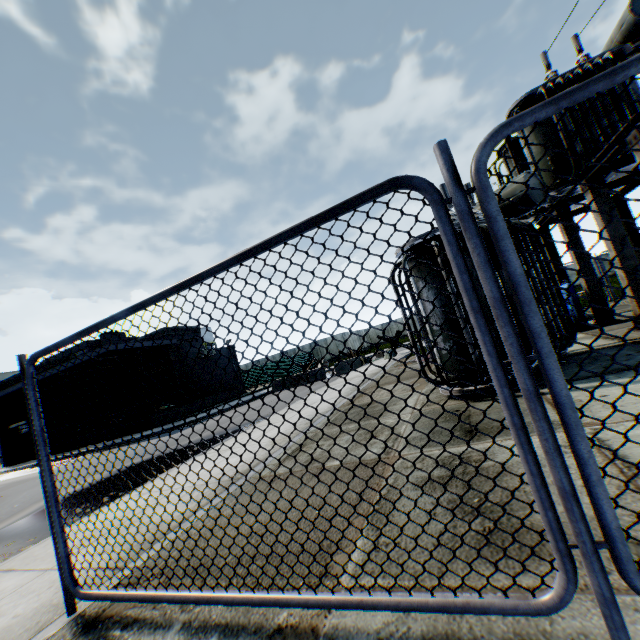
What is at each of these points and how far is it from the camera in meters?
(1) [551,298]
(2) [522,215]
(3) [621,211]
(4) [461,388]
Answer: (1) electrical compensator, 5.6 m
(2) electrical compensator, 7.0 m
(3) concrete support, 10.2 m
(4) electrical compensator, 5.6 m

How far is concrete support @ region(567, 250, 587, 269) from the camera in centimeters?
886cm

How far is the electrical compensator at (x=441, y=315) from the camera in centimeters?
562cm

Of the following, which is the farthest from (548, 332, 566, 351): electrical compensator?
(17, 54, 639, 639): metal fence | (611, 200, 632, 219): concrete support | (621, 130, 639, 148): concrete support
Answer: (17, 54, 639, 639): metal fence

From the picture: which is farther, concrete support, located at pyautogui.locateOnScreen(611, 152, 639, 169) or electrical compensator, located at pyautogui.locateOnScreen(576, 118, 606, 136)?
electrical compensator, located at pyautogui.locateOnScreen(576, 118, 606, 136)

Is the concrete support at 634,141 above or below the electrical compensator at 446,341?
above

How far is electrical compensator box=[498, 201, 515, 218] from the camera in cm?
679

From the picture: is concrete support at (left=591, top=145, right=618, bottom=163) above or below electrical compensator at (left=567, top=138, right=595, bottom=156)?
below
